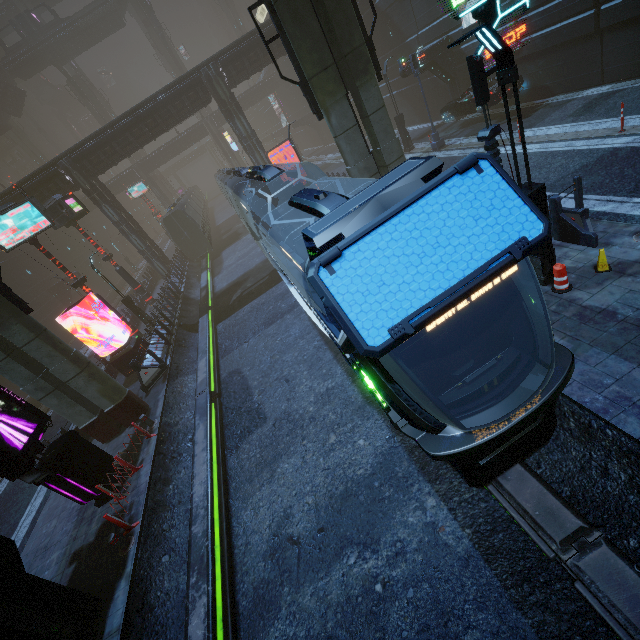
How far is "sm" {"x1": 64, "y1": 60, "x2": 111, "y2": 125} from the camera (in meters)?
52.16

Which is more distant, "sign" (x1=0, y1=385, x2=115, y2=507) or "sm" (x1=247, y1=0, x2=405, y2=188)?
"sm" (x1=247, y1=0, x2=405, y2=188)

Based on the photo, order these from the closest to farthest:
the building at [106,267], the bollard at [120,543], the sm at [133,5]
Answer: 1. the bollard at [120,543]
2. the building at [106,267]
3. the sm at [133,5]

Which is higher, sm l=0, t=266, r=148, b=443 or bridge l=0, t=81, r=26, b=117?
bridge l=0, t=81, r=26, b=117

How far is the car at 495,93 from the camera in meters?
17.6

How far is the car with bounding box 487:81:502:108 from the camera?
17.6m

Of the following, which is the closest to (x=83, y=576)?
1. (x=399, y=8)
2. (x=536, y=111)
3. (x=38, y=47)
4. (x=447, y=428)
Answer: (x=447, y=428)

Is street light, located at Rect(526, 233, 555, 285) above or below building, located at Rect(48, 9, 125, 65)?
below
